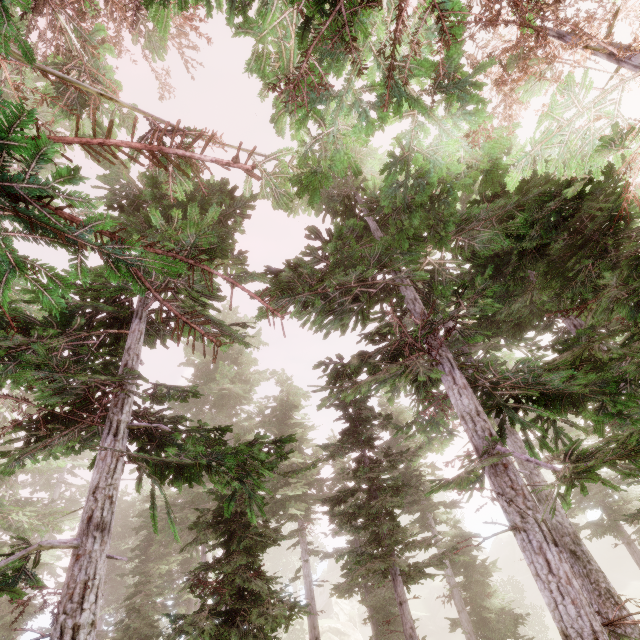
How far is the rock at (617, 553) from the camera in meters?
46.9

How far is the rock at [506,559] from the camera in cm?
5385

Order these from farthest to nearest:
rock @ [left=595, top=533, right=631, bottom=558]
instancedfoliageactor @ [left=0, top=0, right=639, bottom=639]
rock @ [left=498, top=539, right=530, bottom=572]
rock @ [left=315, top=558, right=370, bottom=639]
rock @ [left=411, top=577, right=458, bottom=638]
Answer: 1. rock @ [left=498, top=539, right=530, bottom=572]
2. rock @ [left=595, top=533, right=631, bottom=558]
3. rock @ [left=411, top=577, right=458, bottom=638]
4. rock @ [left=315, top=558, right=370, bottom=639]
5. instancedfoliageactor @ [left=0, top=0, right=639, bottom=639]

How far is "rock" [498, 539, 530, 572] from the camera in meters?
53.8 m

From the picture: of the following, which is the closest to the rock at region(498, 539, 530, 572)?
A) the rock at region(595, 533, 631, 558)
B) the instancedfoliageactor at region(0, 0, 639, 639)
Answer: the instancedfoliageactor at region(0, 0, 639, 639)

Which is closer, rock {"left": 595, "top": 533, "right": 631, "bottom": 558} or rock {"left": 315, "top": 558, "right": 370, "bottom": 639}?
rock {"left": 315, "top": 558, "right": 370, "bottom": 639}

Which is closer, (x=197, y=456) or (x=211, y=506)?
(x=197, y=456)

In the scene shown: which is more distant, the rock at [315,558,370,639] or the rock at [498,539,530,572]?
the rock at [498,539,530,572]
